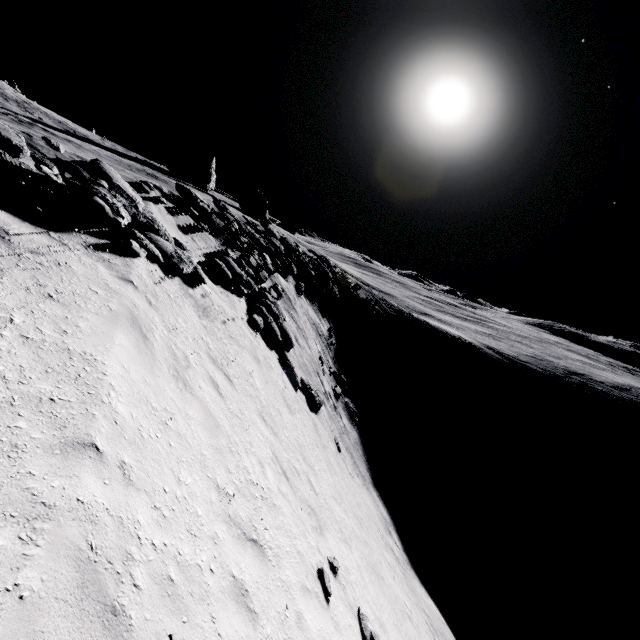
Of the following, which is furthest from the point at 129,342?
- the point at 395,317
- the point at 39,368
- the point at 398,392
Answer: the point at 395,317

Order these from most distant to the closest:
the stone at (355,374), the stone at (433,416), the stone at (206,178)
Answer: the stone at (206,178)
the stone at (433,416)
the stone at (355,374)

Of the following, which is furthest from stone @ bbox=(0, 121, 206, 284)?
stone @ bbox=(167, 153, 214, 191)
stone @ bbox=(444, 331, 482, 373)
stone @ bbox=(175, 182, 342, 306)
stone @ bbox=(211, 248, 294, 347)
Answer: stone @ bbox=(167, 153, 214, 191)

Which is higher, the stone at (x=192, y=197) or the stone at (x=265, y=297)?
the stone at (x=192, y=197)

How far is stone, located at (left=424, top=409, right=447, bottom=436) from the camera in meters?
36.7 m

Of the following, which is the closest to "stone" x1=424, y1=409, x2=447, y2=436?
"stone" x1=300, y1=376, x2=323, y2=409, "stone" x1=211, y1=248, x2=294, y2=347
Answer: "stone" x1=300, y1=376, x2=323, y2=409

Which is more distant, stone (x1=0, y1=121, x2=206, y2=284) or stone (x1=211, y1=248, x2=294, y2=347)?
stone (x1=211, y1=248, x2=294, y2=347)

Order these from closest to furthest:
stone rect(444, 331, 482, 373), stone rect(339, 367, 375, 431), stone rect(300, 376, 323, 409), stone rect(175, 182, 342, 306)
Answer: stone rect(300, 376, 323, 409)
stone rect(175, 182, 342, 306)
stone rect(339, 367, 375, 431)
stone rect(444, 331, 482, 373)
